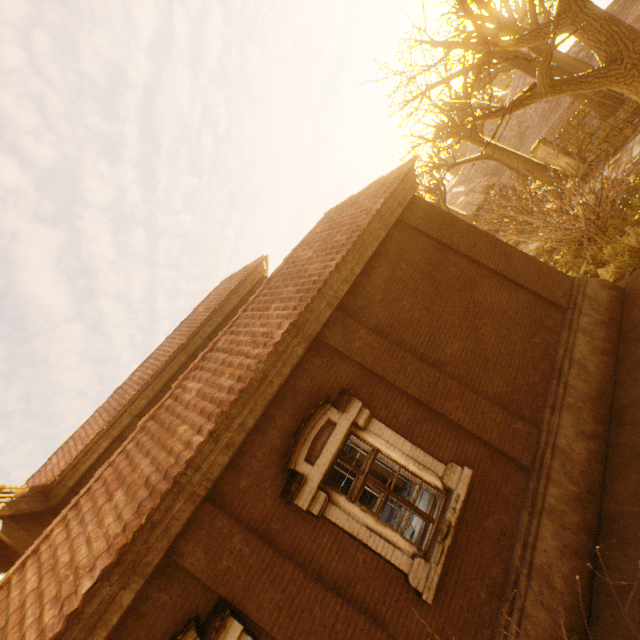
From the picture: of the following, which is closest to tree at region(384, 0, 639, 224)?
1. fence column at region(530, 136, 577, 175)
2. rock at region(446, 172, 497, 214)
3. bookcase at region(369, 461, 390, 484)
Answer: fence column at region(530, 136, 577, 175)

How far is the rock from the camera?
38.66m

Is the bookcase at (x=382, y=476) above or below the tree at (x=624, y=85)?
below

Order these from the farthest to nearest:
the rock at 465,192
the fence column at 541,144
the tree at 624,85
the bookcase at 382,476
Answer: the rock at 465,192, the fence column at 541,144, the bookcase at 382,476, the tree at 624,85

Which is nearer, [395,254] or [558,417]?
[558,417]

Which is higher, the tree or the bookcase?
the tree

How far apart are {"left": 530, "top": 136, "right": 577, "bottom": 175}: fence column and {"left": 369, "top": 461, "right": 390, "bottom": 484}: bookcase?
15.70m

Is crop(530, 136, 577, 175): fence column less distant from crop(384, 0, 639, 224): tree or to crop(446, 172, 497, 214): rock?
crop(384, 0, 639, 224): tree
